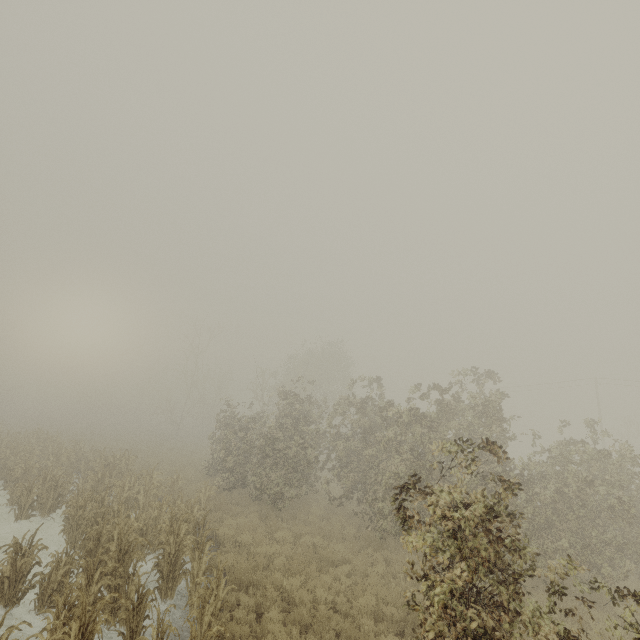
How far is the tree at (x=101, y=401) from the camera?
55.8m

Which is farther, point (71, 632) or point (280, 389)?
point (280, 389)

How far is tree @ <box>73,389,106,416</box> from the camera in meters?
55.8

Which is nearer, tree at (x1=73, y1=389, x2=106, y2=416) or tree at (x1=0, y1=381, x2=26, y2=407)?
tree at (x1=0, y1=381, x2=26, y2=407)

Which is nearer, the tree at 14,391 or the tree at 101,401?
the tree at 14,391
